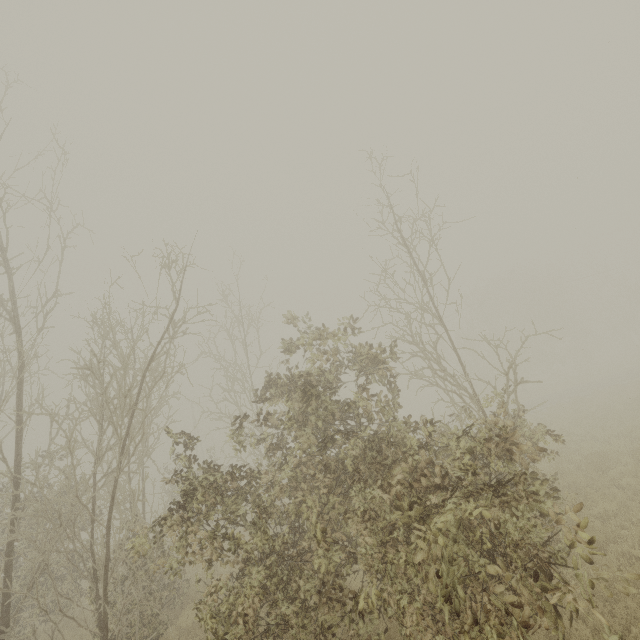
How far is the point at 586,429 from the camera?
15.55m
